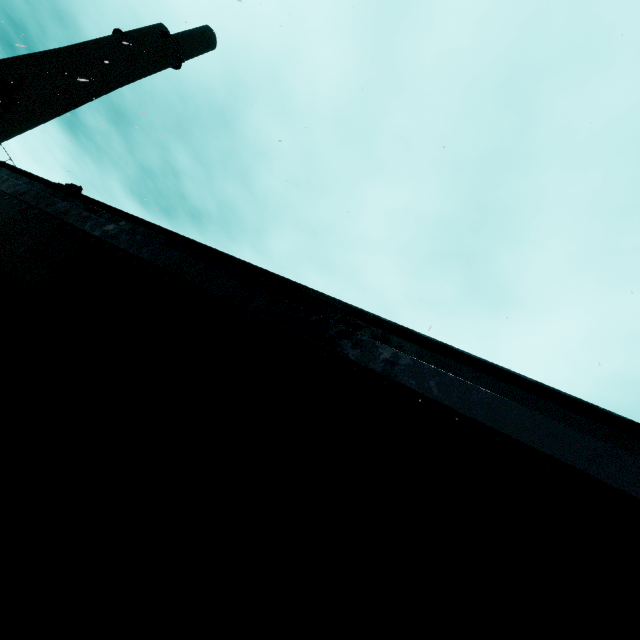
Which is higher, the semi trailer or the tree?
the tree

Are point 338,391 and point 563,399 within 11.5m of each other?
yes

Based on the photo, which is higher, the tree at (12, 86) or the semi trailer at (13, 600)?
the tree at (12, 86)

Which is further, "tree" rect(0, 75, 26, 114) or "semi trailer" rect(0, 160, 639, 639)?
"tree" rect(0, 75, 26, 114)

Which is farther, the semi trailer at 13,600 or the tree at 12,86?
the tree at 12,86
